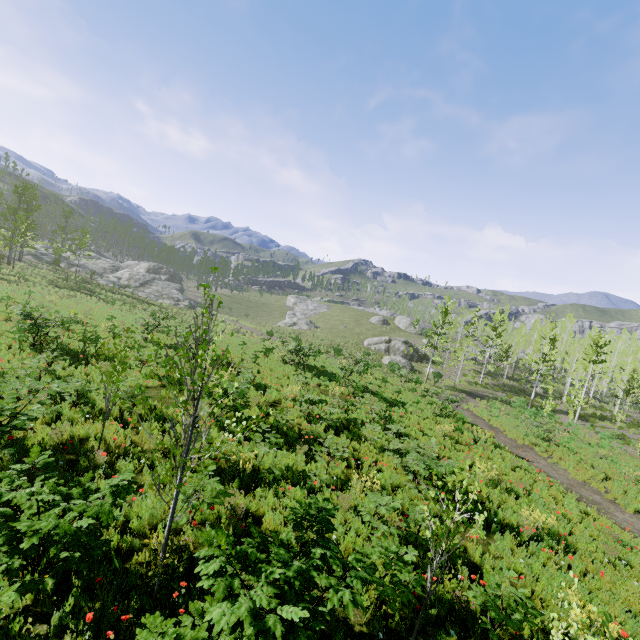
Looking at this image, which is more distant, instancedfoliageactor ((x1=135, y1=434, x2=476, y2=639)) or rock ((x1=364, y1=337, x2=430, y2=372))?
rock ((x1=364, y1=337, x2=430, y2=372))

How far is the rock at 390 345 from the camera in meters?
43.5 m

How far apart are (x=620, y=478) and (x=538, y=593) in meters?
16.8 m

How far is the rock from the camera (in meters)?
43.53

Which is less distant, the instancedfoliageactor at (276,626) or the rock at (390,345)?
the instancedfoliageactor at (276,626)

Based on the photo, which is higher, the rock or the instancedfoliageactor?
the instancedfoliageactor
